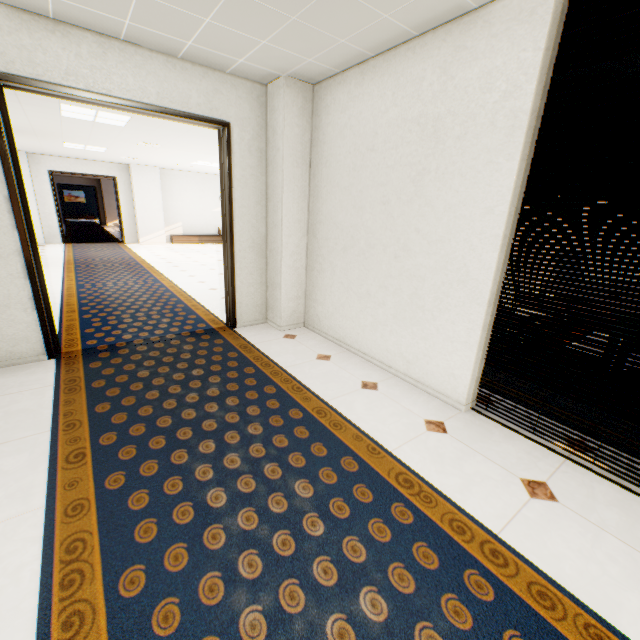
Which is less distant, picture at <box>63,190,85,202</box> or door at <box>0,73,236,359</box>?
door at <box>0,73,236,359</box>

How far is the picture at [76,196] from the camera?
27.40m

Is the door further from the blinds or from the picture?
the picture

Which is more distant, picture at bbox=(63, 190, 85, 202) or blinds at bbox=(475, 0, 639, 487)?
picture at bbox=(63, 190, 85, 202)

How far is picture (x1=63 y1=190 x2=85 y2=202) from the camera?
27.40m

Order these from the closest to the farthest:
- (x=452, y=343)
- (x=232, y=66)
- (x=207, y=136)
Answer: (x=452, y=343), (x=232, y=66), (x=207, y=136)

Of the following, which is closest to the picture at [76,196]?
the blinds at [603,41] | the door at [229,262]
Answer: the door at [229,262]

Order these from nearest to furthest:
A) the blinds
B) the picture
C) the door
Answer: the blinds
the door
the picture
